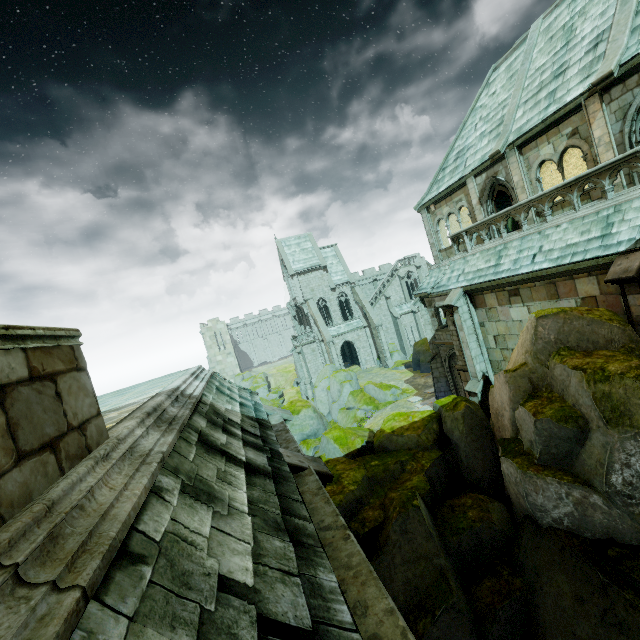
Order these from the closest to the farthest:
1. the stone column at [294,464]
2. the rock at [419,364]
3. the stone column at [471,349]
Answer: the stone column at [294,464]
the stone column at [471,349]
the rock at [419,364]

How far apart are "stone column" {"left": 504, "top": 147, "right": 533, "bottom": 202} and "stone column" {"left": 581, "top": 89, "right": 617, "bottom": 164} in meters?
2.5 m

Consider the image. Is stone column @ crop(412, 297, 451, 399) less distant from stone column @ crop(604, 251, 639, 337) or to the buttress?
stone column @ crop(604, 251, 639, 337)

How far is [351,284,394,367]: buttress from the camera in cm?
4159

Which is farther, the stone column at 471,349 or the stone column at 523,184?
the stone column at 471,349

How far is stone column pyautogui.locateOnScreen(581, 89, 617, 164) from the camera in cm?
1097

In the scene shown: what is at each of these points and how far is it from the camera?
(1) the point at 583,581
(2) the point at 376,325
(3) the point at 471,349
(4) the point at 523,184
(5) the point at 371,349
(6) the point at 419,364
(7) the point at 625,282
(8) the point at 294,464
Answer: →
(1) rock, 6.97m
(2) buttress, 41.31m
(3) stone column, 14.92m
(4) stone column, 14.34m
(5) building, 45.28m
(6) rock, 36.31m
(7) stone column, 8.42m
(8) stone column, 5.06m

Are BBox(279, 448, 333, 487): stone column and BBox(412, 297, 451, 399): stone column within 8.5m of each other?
no
